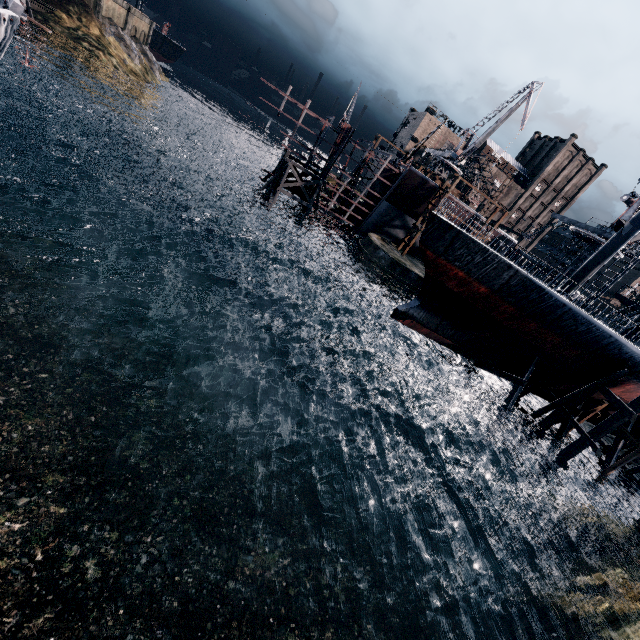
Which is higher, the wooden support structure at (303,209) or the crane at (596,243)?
the crane at (596,243)

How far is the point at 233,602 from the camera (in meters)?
12.05

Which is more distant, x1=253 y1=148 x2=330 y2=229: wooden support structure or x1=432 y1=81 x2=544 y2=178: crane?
x1=432 y1=81 x2=544 y2=178: crane

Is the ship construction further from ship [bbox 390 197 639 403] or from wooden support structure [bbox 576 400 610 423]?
wooden support structure [bbox 576 400 610 423]

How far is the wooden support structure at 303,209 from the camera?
40.28m

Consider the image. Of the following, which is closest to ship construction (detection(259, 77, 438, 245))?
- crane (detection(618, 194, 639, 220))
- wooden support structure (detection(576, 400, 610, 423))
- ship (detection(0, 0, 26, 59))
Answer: crane (detection(618, 194, 639, 220))

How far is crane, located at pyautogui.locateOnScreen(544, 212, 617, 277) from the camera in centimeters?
3922cm

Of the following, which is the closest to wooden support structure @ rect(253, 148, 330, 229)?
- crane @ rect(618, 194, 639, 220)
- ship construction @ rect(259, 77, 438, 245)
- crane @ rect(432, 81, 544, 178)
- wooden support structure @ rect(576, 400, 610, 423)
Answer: ship construction @ rect(259, 77, 438, 245)
